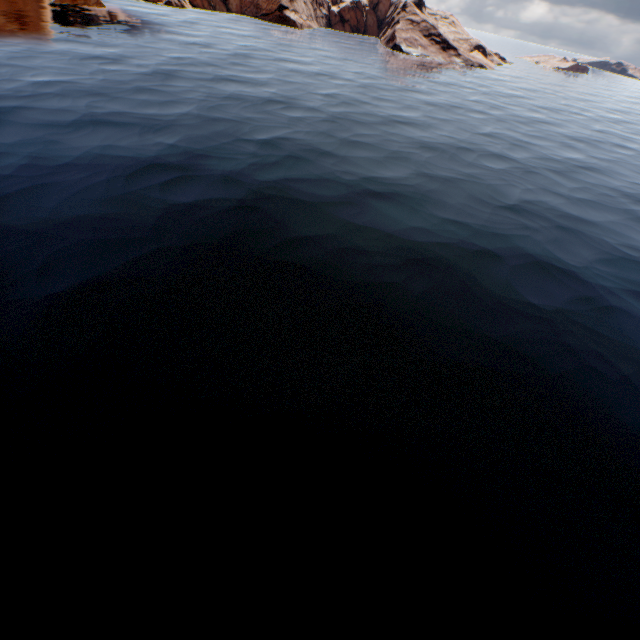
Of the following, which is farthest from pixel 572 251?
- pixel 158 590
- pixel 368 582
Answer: pixel 158 590
